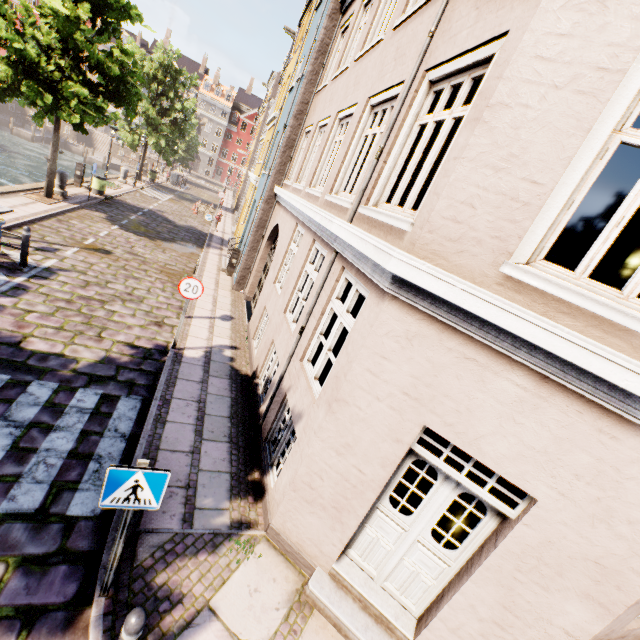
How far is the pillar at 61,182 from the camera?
14.8 meters

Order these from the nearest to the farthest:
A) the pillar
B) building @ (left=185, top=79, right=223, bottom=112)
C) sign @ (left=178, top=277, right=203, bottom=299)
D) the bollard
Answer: the bollard → sign @ (left=178, top=277, right=203, bottom=299) → the pillar → building @ (left=185, top=79, right=223, bottom=112)

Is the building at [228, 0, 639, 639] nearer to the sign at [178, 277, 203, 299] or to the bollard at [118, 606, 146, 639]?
the sign at [178, 277, 203, 299]

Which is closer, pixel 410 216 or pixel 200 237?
pixel 410 216

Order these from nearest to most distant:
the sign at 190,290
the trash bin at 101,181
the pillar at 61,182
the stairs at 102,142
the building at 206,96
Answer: the sign at 190,290, the pillar at 61,182, the trash bin at 101,181, the stairs at 102,142, the building at 206,96

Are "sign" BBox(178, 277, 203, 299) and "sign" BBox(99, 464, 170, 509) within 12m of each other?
yes

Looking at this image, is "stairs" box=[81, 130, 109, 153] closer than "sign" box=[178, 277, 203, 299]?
No

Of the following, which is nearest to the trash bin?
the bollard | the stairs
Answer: the bollard
